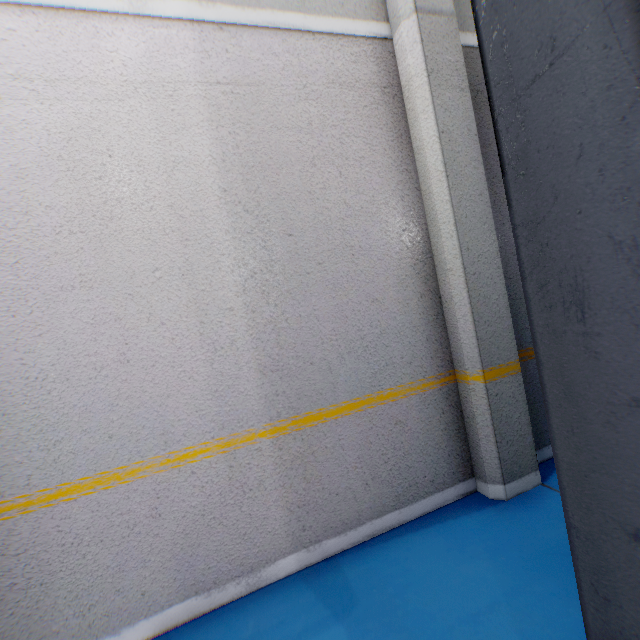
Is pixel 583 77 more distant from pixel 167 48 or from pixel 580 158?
pixel 167 48
